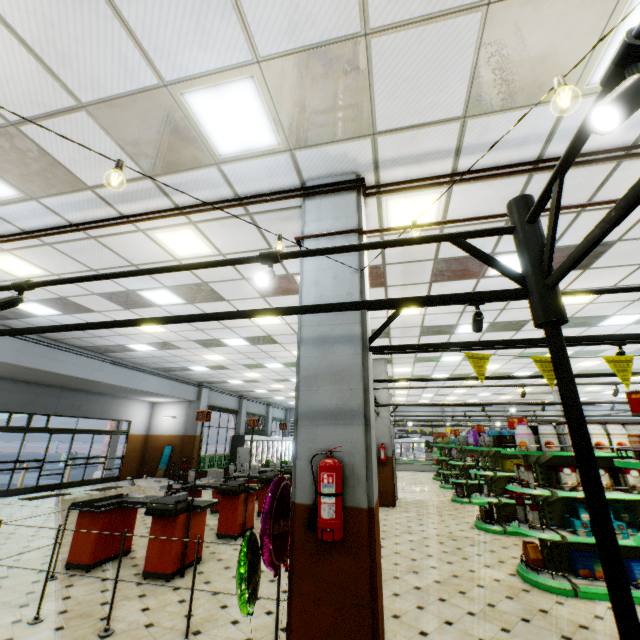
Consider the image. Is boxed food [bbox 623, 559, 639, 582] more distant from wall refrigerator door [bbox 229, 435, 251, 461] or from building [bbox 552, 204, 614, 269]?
wall refrigerator door [bbox 229, 435, 251, 461]

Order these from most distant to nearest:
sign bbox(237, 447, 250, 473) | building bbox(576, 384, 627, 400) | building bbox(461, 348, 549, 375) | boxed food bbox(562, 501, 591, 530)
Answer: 1. building bbox(576, 384, 627, 400)
2. sign bbox(237, 447, 250, 473)
3. building bbox(461, 348, 549, 375)
4. boxed food bbox(562, 501, 591, 530)

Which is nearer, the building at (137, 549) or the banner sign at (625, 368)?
the banner sign at (625, 368)

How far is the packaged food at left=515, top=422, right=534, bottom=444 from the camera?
5.5 meters

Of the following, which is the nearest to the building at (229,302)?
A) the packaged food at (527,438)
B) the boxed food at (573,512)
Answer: the boxed food at (573,512)

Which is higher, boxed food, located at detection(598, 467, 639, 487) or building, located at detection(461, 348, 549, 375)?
building, located at detection(461, 348, 549, 375)

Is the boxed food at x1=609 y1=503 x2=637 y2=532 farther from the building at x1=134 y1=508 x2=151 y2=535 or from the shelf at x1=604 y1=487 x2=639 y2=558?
the building at x1=134 y1=508 x2=151 y2=535

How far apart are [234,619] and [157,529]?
2.0 meters
